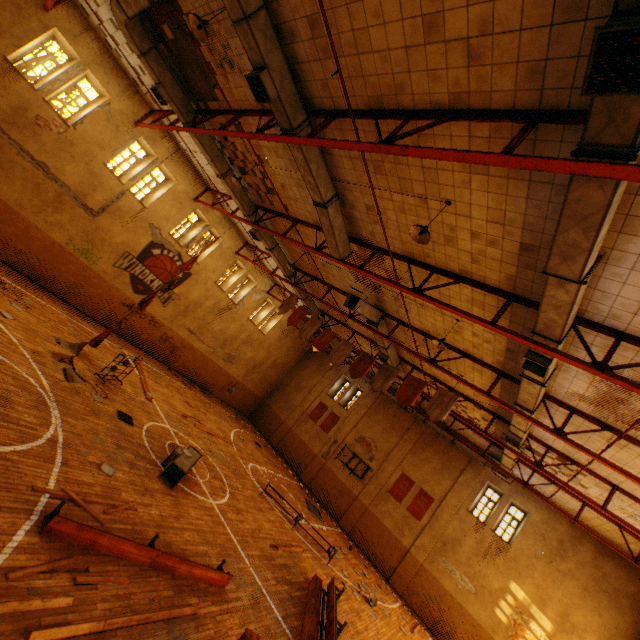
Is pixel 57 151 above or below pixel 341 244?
below

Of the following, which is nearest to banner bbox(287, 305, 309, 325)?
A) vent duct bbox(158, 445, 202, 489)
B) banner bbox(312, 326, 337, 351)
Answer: banner bbox(312, 326, 337, 351)

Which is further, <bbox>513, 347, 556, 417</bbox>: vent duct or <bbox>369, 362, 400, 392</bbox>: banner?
<bbox>369, 362, 400, 392</bbox>: banner

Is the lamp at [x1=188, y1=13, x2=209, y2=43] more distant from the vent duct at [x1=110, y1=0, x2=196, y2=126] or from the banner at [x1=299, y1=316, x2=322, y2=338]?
the banner at [x1=299, y1=316, x2=322, y2=338]

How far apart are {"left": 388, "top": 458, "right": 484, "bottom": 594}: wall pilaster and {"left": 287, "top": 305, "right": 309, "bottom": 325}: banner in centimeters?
1388cm

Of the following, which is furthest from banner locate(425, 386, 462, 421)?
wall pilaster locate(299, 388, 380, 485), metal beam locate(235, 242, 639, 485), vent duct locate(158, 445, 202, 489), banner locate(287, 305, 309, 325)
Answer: wall pilaster locate(299, 388, 380, 485)

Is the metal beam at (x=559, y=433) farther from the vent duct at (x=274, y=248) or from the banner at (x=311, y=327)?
the banner at (x=311, y=327)

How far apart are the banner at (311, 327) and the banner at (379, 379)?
3.5 meters
